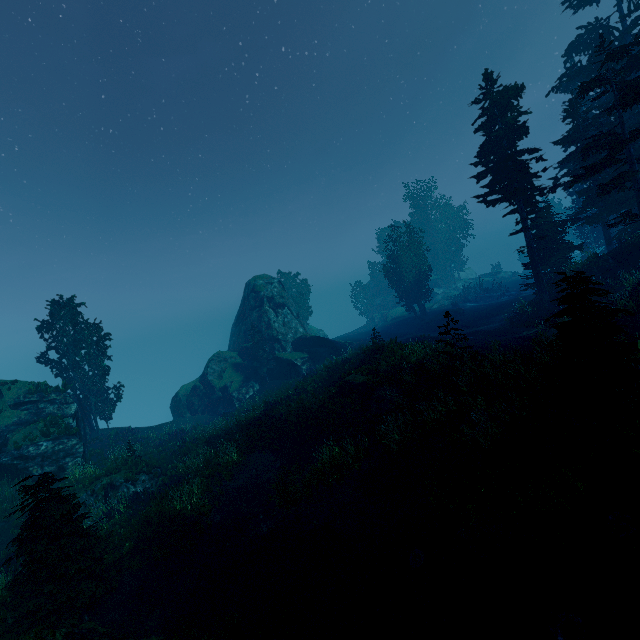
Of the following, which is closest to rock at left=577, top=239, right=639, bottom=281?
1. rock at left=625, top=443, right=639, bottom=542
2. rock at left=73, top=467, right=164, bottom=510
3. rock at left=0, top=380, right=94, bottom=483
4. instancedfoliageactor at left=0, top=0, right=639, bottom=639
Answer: instancedfoliageactor at left=0, top=0, right=639, bottom=639

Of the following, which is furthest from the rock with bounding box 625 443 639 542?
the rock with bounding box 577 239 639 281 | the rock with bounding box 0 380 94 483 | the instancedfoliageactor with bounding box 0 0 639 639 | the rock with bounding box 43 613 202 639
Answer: the rock with bounding box 0 380 94 483

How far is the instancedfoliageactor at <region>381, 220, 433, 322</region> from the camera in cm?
4525

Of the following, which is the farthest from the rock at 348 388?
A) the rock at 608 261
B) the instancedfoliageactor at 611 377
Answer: the rock at 608 261

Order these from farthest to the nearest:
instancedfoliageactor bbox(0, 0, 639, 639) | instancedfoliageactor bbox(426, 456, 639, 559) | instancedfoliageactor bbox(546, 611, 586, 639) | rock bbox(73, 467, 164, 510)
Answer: rock bbox(73, 467, 164, 510) → instancedfoliageactor bbox(0, 0, 639, 639) → instancedfoliageactor bbox(426, 456, 639, 559) → instancedfoliageactor bbox(546, 611, 586, 639)

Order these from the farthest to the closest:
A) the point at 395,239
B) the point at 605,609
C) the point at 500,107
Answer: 1. the point at 395,239
2. the point at 500,107
3. the point at 605,609

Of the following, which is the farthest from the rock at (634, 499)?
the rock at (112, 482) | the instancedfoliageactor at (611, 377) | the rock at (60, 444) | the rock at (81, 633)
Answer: the rock at (60, 444)

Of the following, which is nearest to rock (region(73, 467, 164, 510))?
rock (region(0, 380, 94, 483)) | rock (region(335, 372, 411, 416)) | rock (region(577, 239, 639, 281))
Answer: rock (region(0, 380, 94, 483))
